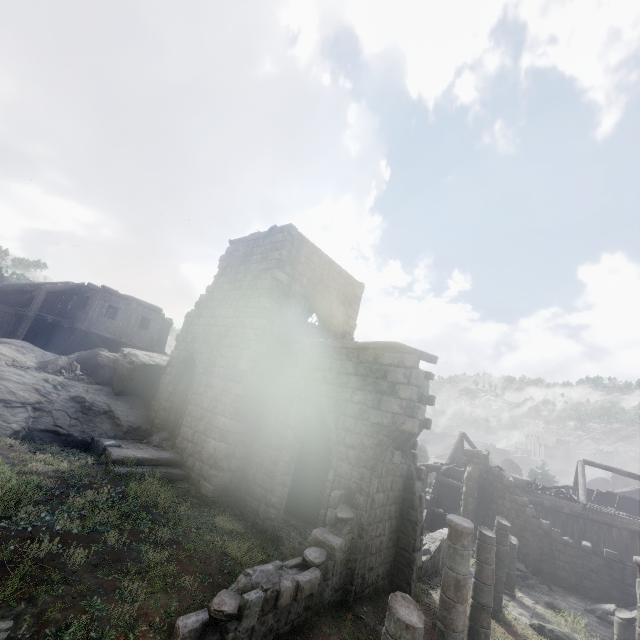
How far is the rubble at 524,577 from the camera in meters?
15.2 m

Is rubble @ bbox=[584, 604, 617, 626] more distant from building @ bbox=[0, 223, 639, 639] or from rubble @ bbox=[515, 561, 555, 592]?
rubble @ bbox=[515, 561, 555, 592]

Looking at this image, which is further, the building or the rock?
the rock

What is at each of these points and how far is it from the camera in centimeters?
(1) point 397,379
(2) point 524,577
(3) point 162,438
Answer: (1) building, 899cm
(2) rubble, 1580cm
(3) rubble, 1336cm

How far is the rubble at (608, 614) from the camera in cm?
1364

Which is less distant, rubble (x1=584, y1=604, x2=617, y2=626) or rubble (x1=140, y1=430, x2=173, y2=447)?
rubble (x1=140, y1=430, x2=173, y2=447)

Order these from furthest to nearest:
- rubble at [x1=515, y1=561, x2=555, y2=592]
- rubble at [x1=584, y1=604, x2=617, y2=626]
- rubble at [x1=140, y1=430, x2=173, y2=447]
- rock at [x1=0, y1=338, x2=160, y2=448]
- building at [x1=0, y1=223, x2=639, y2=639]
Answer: rubble at [x1=515, y1=561, x2=555, y2=592] < rubble at [x1=584, y1=604, x2=617, y2=626] < rubble at [x1=140, y1=430, x2=173, y2=447] < rock at [x1=0, y1=338, x2=160, y2=448] < building at [x1=0, y1=223, x2=639, y2=639]

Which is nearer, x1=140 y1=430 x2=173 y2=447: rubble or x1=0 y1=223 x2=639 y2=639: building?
x1=0 y1=223 x2=639 y2=639: building
